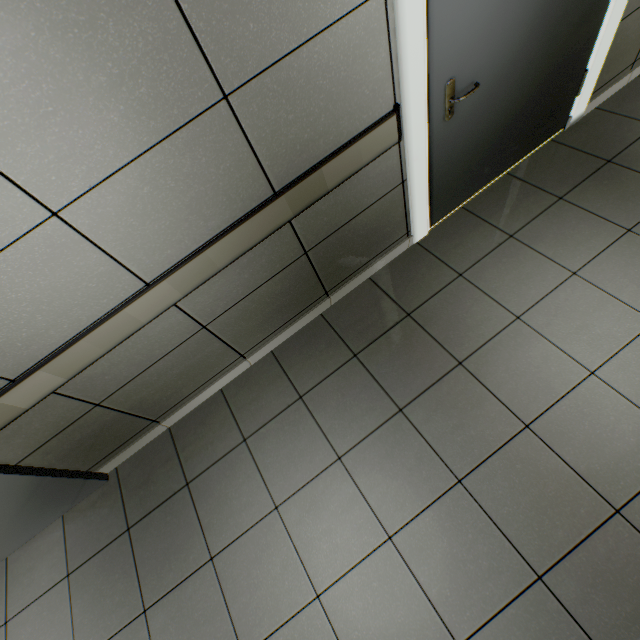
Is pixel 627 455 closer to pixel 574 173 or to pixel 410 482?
pixel 410 482

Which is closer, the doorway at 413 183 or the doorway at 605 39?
the doorway at 413 183

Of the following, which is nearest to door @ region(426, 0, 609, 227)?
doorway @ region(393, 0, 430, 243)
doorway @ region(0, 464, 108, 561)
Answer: doorway @ region(393, 0, 430, 243)

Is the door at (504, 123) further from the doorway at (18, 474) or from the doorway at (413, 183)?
the doorway at (18, 474)

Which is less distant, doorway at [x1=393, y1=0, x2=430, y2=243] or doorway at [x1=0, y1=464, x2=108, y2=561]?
doorway at [x1=393, y1=0, x2=430, y2=243]

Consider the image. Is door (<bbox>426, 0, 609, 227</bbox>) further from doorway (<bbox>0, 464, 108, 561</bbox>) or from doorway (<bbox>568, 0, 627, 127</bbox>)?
doorway (<bbox>0, 464, 108, 561</bbox>)

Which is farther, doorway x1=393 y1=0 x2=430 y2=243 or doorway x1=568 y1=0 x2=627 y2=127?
doorway x1=568 y1=0 x2=627 y2=127
